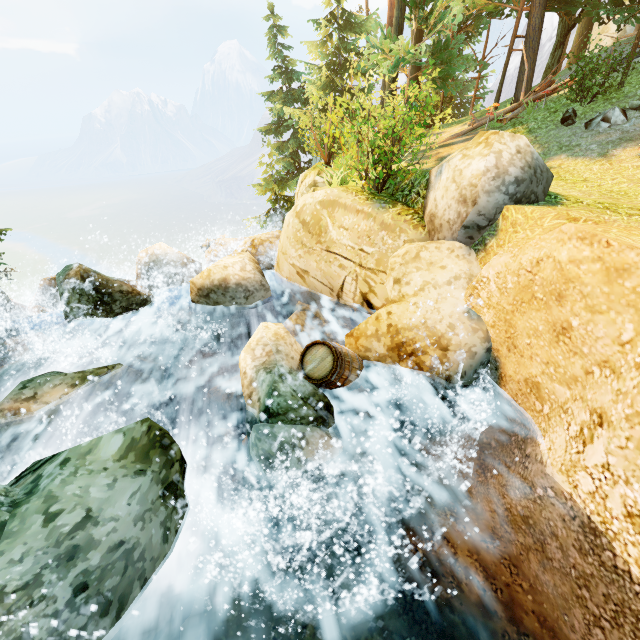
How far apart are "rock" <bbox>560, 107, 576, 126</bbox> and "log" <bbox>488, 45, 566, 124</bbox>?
2.3m

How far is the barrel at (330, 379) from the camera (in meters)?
4.47

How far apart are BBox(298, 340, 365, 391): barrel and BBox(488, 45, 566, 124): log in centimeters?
1310cm

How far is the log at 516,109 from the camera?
12.73m

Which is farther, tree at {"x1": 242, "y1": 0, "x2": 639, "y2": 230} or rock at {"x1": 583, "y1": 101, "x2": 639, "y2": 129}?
tree at {"x1": 242, "y1": 0, "x2": 639, "y2": 230}

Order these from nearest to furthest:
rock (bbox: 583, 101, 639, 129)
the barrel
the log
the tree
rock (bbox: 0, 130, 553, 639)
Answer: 1. rock (bbox: 0, 130, 553, 639)
2. the barrel
3. rock (bbox: 583, 101, 639, 129)
4. the tree
5. the log

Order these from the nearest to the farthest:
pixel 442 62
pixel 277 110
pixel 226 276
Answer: pixel 226 276, pixel 442 62, pixel 277 110

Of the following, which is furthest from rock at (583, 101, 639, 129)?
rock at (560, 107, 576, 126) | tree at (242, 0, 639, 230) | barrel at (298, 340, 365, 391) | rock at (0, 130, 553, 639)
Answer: barrel at (298, 340, 365, 391)
